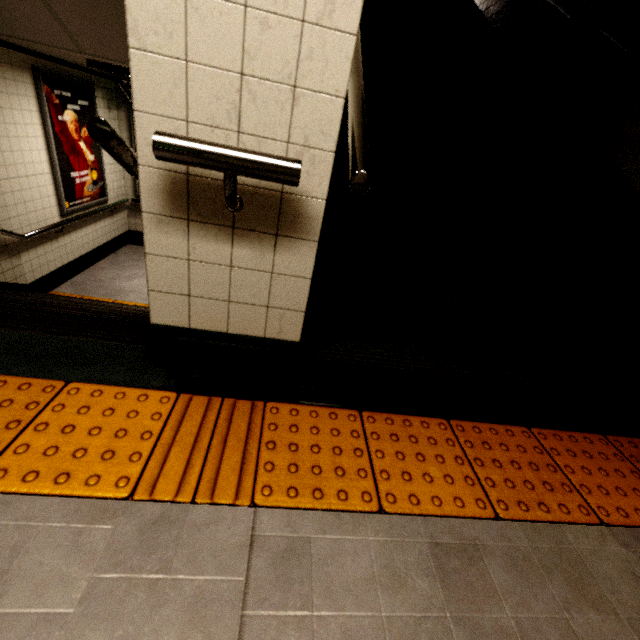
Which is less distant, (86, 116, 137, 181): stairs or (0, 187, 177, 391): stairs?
(86, 116, 137, 181): stairs

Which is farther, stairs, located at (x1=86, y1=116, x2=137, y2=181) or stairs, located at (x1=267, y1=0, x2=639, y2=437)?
stairs, located at (x1=267, y1=0, x2=639, y2=437)

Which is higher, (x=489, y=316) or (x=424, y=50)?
(x=424, y=50)

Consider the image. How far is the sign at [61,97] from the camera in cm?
414

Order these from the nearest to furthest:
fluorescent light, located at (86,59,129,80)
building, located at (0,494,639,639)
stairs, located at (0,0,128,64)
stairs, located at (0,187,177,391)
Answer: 1. building, located at (0,494,639,639)
2. stairs, located at (0,187,177,391)
3. stairs, located at (0,0,128,64)
4. fluorescent light, located at (86,59,129,80)

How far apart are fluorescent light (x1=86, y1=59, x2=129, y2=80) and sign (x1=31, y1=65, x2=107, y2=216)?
0.9m

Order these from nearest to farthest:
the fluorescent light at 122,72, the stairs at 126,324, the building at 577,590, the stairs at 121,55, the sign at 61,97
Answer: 1. the building at 577,590
2. the stairs at 126,324
3. the stairs at 121,55
4. the fluorescent light at 122,72
5. the sign at 61,97
